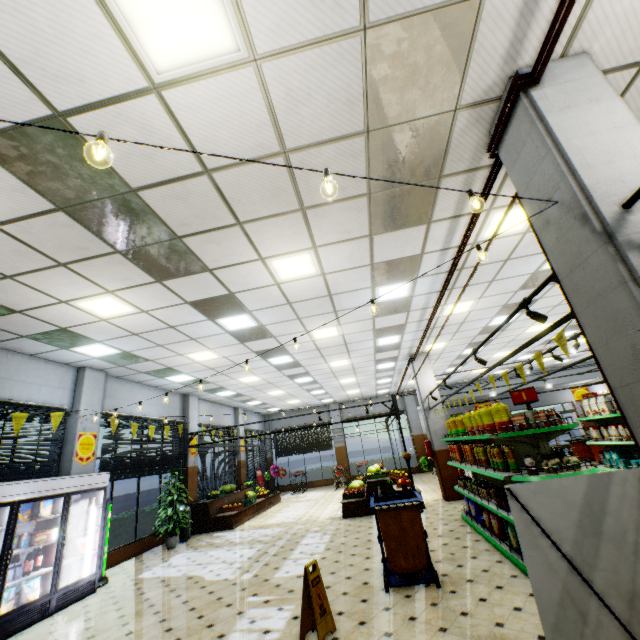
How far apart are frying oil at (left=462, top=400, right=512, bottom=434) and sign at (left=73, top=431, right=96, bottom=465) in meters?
9.1

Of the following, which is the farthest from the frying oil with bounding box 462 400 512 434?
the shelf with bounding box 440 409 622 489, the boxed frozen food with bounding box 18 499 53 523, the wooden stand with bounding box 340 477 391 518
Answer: the boxed frozen food with bounding box 18 499 53 523

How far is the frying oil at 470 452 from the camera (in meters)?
5.95

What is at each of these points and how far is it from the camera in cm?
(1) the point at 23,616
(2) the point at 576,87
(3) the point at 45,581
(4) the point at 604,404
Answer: (1) wall refrigerator, 538
(2) building, 275
(3) wall refrigerator, 597
(4) packaged food, 741

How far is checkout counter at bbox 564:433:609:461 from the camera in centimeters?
1306cm

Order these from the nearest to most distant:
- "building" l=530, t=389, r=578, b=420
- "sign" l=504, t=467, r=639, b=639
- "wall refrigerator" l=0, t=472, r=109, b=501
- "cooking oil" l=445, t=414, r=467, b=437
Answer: "sign" l=504, t=467, r=639, b=639, "wall refrigerator" l=0, t=472, r=109, b=501, "cooking oil" l=445, t=414, r=467, b=437, "building" l=530, t=389, r=578, b=420

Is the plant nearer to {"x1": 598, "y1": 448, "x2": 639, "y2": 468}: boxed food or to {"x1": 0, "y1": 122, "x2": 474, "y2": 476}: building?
{"x1": 0, "y1": 122, "x2": 474, "y2": 476}: building

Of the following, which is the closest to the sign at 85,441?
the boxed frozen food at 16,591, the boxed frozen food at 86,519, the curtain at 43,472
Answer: the curtain at 43,472
